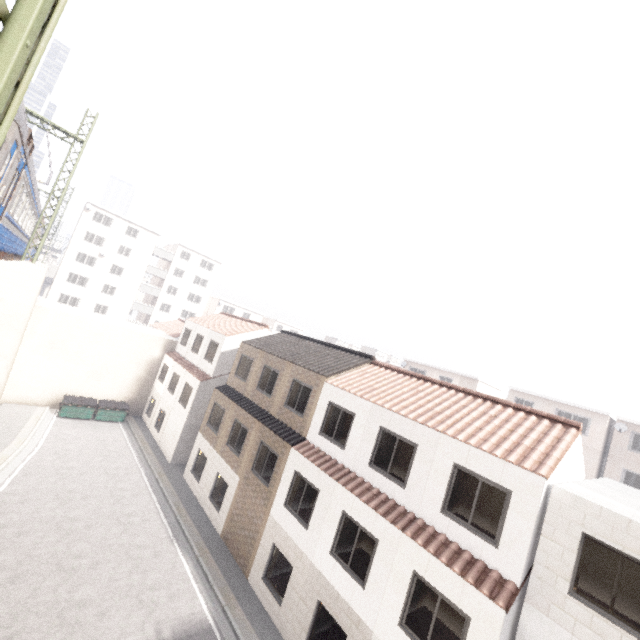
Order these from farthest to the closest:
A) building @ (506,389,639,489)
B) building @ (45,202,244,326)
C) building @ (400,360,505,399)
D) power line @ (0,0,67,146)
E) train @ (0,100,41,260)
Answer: building @ (45,202,244,326) < building @ (400,360,505,399) < building @ (506,389,639,489) < train @ (0,100,41,260) < power line @ (0,0,67,146)

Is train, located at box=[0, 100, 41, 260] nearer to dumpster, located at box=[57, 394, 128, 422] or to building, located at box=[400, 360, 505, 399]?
dumpster, located at box=[57, 394, 128, 422]

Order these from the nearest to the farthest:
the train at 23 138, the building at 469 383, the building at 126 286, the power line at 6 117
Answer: the power line at 6 117
the train at 23 138
the building at 469 383
the building at 126 286

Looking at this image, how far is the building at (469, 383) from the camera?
34.6 meters

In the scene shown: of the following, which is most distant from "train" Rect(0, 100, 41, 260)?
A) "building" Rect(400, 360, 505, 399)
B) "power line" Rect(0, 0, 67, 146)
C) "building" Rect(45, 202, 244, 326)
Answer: "building" Rect(400, 360, 505, 399)

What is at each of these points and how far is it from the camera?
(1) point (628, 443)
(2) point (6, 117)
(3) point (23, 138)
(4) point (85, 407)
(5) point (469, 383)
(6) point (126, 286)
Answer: (1) building, 25.56m
(2) power line, 2.59m
(3) train, 6.75m
(4) dumpster, 24.03m
(5) building, 34.69m
(6) building, 47.31m

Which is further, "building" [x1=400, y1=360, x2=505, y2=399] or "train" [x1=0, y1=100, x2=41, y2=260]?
"building" [x1=400, y1=360, x2=505, y2=399]
